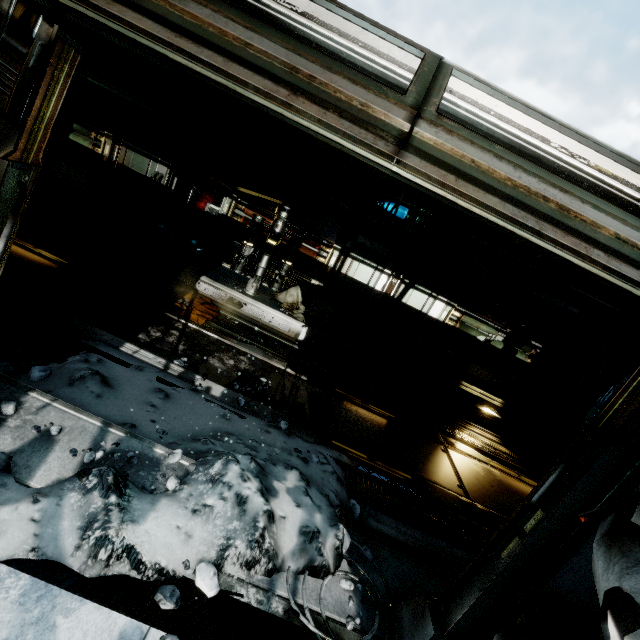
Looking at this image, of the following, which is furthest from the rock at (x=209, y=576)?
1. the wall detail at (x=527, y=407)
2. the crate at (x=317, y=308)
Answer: the wall detail at (x=527, y=407)

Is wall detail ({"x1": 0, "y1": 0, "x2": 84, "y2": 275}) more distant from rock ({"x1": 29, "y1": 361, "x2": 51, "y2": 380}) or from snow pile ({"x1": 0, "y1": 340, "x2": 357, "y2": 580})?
rock ({"x1": 29, "y1": 361, "x2": 51, "y2": 380})

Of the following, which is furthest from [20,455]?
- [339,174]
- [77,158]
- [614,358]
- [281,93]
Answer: [614,358]

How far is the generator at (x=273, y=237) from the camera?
7.80m

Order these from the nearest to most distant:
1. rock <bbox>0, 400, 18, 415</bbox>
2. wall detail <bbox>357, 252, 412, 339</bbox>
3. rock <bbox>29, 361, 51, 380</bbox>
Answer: rock <bbox>0, 400, 18, 415</bbox> < rock <bbox>29, 361, 51, 380</bbox> < wall detail <bbox>357, 252, 412, 339</bbox>

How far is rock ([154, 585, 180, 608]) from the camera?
1.92m

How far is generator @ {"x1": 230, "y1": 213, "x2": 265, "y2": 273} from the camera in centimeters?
792cm

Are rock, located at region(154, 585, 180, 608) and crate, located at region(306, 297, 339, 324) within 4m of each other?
no
